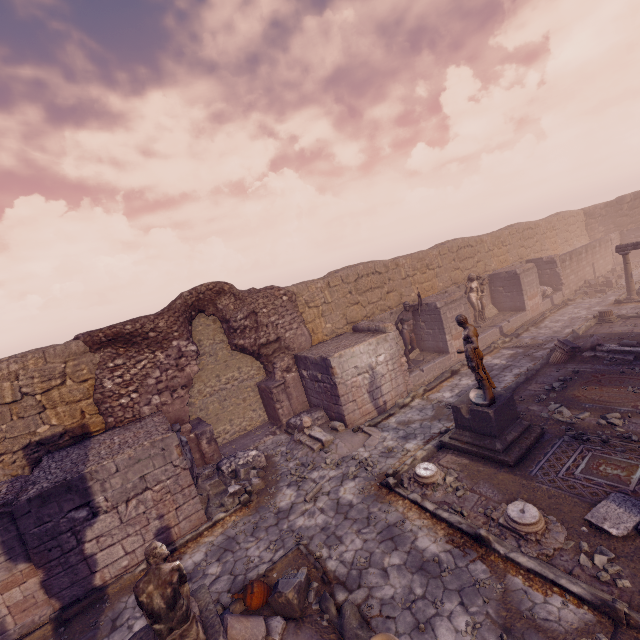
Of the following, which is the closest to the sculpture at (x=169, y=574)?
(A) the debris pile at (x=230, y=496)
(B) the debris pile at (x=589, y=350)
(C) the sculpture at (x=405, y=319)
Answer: (A) the debris pile at (x=230, y=496)

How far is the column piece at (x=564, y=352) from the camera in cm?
1097

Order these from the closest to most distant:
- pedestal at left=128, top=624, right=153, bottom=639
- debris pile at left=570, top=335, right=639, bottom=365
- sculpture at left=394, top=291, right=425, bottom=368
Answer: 1. pedestal at left=128, top=624, right=153, bottom=639
2. debris pile at left=570, top=335, right=639, bottom=365
3. sculpture at left=394, top=291, right=425, bottom=368

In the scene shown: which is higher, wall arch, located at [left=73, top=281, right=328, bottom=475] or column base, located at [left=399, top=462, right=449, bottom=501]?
wall arch, located at [left=73, top=281, right=328, bottom=475]

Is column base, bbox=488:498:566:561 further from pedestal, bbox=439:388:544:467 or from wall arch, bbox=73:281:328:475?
wall arch, bbox=73:281:328:475

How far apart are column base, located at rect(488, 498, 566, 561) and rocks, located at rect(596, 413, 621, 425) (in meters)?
3.22

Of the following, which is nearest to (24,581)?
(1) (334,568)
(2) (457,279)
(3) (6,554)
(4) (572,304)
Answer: (3) (6,554)

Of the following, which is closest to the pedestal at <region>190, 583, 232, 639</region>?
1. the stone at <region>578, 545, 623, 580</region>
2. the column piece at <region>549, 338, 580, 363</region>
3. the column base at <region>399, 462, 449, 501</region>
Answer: the column base at <region>399, 462, 449, 501</region>
